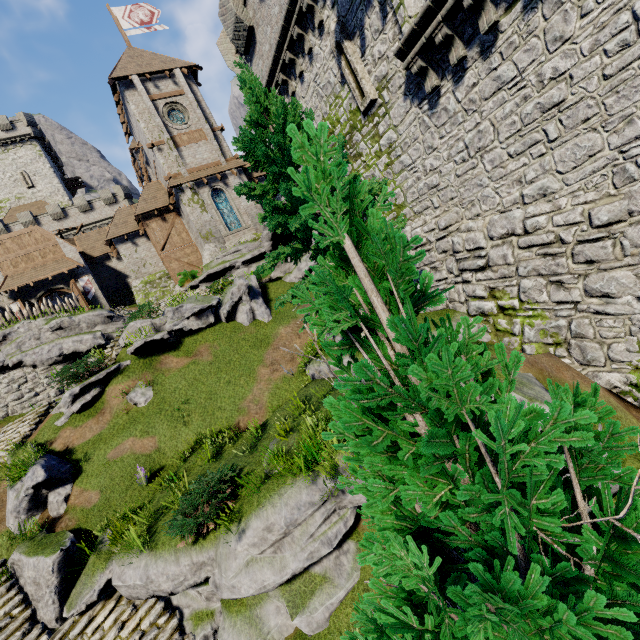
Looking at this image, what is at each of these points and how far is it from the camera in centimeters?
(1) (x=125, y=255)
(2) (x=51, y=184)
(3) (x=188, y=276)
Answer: (1) building, 2916cm
(2) building, 4441cm
(3) bush, 2636cm

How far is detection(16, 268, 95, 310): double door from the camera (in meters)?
26.20

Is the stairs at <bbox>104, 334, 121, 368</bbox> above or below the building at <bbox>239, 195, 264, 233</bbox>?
below

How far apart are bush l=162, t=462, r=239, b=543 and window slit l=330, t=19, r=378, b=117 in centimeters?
1164cm

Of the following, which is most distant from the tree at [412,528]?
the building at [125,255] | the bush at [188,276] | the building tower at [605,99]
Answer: the building at [125,255]

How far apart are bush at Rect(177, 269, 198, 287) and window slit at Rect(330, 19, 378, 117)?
18.9 meters

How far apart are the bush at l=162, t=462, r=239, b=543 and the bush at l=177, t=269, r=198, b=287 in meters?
19.3

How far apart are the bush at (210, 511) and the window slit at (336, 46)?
11.64m
